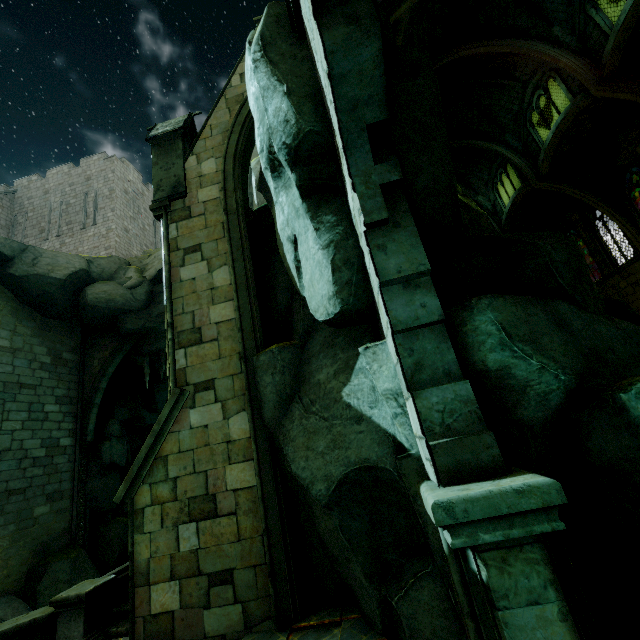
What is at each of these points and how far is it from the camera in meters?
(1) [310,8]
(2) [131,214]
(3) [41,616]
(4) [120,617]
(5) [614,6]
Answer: (1) building, 3.3
(2) building, 26.8
(3) wall trim, 7.3
(4) stair, 7.9
(5) merlon, 15.8

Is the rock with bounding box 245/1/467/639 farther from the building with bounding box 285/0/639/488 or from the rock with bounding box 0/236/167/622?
the rock with bounding box 0/236/167/622

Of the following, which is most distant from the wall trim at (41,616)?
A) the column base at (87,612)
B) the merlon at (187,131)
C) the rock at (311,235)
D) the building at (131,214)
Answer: the building at (131,214)

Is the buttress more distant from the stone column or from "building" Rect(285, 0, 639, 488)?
the stone column

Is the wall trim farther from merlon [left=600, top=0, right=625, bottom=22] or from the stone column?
merlon [left=600, top=0, right=625, bottom=22]

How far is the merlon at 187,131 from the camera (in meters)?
8.23

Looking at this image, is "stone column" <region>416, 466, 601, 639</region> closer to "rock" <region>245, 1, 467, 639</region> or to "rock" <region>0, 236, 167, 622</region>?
"rock" <region>245, 1, 467, 639</region>

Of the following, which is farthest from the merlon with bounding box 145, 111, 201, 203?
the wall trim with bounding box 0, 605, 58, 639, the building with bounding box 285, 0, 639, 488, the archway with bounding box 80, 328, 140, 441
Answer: the archway with bounding box 80, 328, 140, 441
